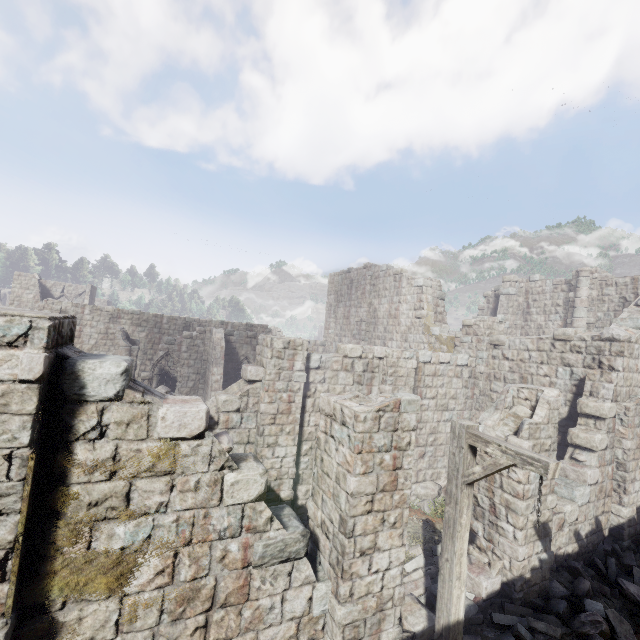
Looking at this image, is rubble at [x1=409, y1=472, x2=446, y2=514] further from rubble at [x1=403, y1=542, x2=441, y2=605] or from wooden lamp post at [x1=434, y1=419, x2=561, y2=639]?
wooden lamp post at [x1=434, y1=419, x2=561, y2=639]

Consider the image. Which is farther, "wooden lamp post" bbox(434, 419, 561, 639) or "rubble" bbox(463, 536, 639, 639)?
"rubble" bbox(463, 536, 639, 639)

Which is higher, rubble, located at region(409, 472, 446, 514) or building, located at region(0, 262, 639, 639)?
building, located at region(0, 262, 639, 639)

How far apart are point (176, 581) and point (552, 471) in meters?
5.0

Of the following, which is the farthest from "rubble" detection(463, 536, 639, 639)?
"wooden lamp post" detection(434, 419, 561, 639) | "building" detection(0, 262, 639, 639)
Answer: "wooden lamp post" detection(434, 419, 561, 639)

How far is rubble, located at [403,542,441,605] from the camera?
7.8 meters

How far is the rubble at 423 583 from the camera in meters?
7.8 m

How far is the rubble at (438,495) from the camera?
12.0m
